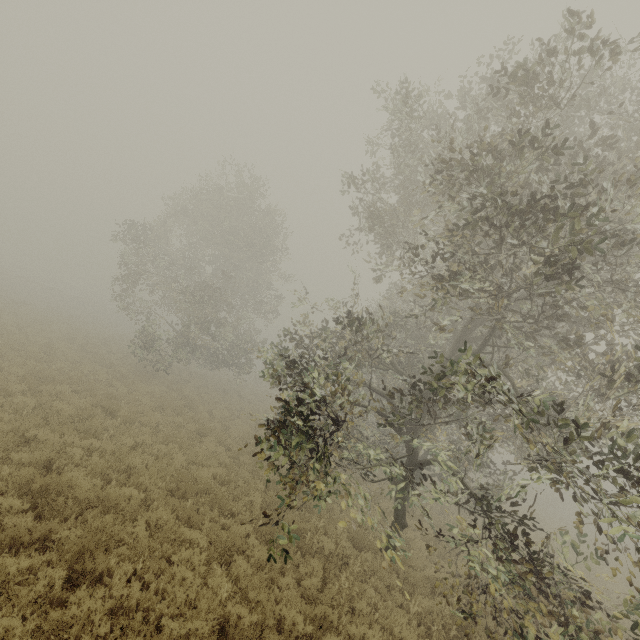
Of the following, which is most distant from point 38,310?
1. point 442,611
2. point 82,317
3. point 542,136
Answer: point 542,136
